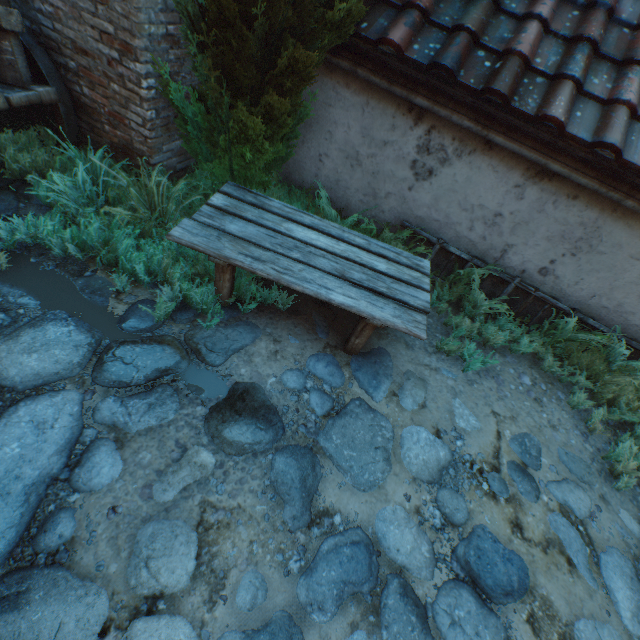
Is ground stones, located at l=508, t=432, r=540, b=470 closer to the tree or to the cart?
the cart

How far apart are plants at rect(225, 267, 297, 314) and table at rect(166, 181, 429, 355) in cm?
3

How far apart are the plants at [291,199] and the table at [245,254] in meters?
0.5 m

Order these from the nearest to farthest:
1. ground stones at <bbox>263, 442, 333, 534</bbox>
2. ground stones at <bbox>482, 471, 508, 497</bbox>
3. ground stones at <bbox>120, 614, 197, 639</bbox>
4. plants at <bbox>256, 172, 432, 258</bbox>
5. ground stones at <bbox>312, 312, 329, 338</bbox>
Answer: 1. ground stones at <bbox>120, 614, 197, 639</bbox>
2. ground stones at <bbox>263, 442, 333, 534</bbox>
3. ground stones at <bbox>482, 471, 508, 497</bbox>
4. ground stones at <bbox>312, 312, 329, 338</bbox>
5. plants at <bbox>256, 172, 432, 258</bbox>

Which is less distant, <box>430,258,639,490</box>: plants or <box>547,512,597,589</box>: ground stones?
<box>547,512,597,589</box>: ground stones

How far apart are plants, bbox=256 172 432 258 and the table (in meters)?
0.48

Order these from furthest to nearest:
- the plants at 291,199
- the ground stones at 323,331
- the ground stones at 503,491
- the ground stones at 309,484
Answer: the plants at 291,199, the ground stones at 323,331, the ground stones at 503,491, the ground stones at 309,484

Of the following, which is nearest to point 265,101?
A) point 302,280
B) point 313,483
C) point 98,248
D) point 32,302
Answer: point 302,280
